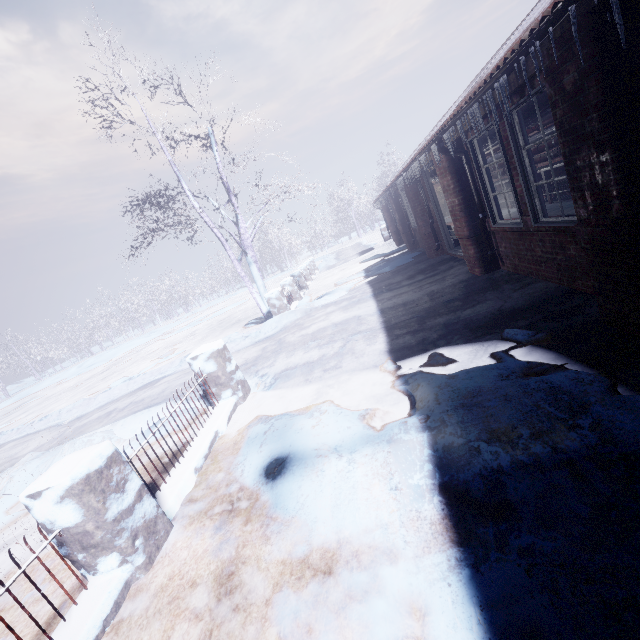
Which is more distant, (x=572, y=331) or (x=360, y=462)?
(x=572, y=331)

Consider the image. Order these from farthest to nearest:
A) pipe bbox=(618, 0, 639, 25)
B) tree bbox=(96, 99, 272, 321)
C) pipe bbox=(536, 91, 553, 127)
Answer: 1. tree bbox=(96, 99, 272, 321)
2. pipe bbox=(536, 91, 553, 127)
3. pipe bbox=(618, 0, 639, 25)

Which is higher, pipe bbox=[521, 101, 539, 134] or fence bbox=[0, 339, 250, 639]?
pipe bbox=[521, 101, 539, 134]

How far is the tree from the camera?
7.88m

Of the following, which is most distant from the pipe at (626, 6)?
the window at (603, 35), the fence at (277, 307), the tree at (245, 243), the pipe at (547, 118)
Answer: the fence at (277, 307)

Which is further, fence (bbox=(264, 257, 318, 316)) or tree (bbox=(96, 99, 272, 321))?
fence (bbox=(264, 257, 318, 316))

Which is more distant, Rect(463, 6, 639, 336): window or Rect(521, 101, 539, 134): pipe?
Rect(521, 101, 539, 134): pipe

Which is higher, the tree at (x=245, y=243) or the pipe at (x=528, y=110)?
the tree at (x=245, y=243)
